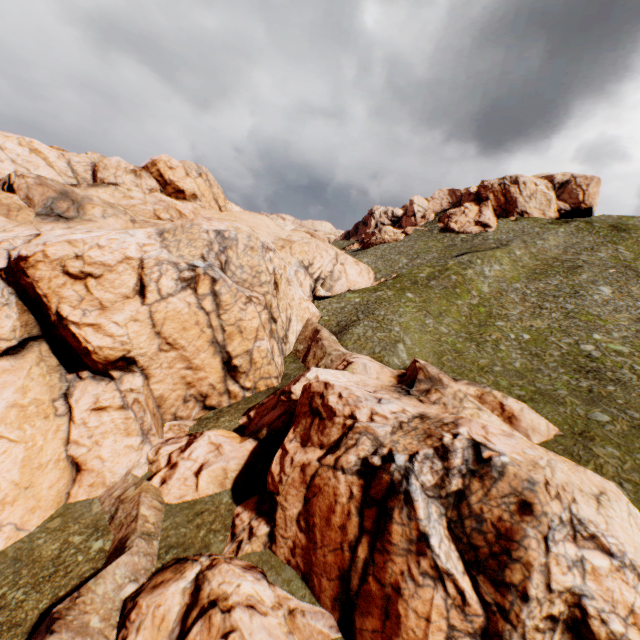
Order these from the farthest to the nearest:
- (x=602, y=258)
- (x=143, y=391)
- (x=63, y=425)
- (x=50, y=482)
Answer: (x=602, y=258) → (x=143, y=391) → (x=63, y=425) → (x=50, y=482)
